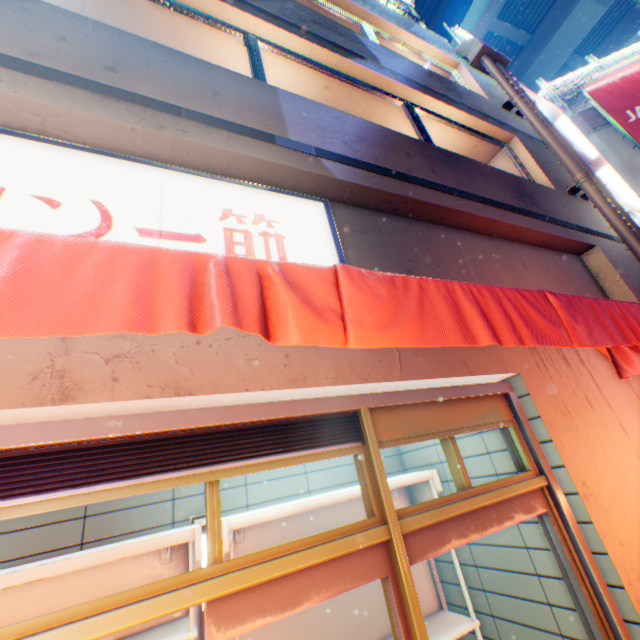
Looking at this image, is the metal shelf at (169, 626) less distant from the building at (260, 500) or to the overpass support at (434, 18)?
the building at (260, 500)

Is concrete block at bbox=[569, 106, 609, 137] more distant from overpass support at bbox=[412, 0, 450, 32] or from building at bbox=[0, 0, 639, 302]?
overpass support at bbox=[412, 0, 450, 32]

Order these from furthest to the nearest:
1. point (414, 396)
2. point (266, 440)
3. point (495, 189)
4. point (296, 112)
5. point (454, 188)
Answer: point (495, 189) < point (454, 188) < point (296, 112) < point (414, 396) < point (266, 440)

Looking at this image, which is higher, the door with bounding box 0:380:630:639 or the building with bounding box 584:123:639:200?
the building with bounding box 584:123:639:200

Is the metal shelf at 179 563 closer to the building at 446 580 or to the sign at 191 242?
the building at 446 580

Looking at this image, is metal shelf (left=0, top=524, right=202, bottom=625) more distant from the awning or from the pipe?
the pipe

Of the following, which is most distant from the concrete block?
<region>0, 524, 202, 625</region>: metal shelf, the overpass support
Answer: <region>0, 524, 202, 625</region>: metal shelf

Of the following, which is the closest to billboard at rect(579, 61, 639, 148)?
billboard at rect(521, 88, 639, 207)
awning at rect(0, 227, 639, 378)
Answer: billboard at rect(521, 88, 639, 207)
